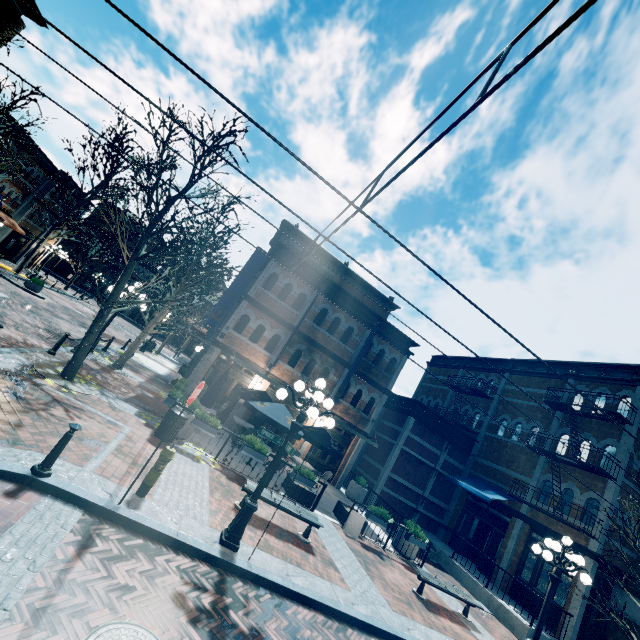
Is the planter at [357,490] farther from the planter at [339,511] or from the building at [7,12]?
the planter at [339,511]

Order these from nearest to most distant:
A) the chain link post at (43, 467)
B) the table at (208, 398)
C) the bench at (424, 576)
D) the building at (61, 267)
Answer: the chain link post at (43, 467) < the bench at (424, 576) < the table at (208, 398) < the building at (61, 267)

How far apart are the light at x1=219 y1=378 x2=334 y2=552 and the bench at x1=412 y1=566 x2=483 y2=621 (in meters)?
6.59

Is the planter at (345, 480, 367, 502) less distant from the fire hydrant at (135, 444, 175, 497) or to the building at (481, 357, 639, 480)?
the building at (481, 357, 639, 480)

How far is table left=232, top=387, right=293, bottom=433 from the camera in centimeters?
1156cm

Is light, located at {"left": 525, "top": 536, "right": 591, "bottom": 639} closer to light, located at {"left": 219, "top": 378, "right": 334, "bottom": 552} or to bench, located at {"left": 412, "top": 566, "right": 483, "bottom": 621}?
bench, located at {"left": 412, "top": 566, "right": 483, "bottom": 621}

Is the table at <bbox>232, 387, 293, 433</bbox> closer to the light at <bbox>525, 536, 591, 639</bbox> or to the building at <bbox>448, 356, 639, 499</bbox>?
the building at <bbox>448, 356, 639, 499</bbox>

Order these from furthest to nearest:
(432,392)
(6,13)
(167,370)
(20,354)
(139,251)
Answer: (432,392), (167,370), (6,13), (139,251), (20,354)
